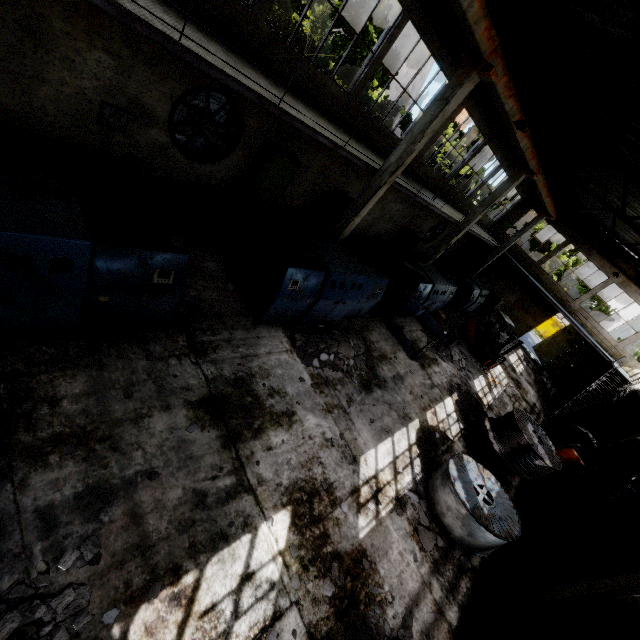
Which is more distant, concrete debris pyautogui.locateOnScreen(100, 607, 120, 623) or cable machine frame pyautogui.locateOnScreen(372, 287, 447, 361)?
cable machine frame pyautogui.locateOnScreen(372, 287, 447, 361)

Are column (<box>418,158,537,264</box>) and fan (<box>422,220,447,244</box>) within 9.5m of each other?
yes

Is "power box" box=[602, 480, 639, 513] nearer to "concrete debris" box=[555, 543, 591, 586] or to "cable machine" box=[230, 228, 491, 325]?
"concrete debris" box=[555, 543, 591, 586]

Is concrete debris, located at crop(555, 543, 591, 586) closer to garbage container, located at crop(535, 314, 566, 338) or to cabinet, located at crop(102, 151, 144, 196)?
cabinet, located at crop(102, 151, 144, 196)

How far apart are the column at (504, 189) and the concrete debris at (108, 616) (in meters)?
18.62

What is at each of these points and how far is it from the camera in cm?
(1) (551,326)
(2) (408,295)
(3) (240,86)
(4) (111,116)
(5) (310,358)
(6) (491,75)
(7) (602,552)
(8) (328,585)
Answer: (1) garbage container, 3756
(2) cable machine frame, 1195
(3) elevated walkway, 664
(4) power box, 791
(5) concrete debris, 884
(6) column, 859
(7) wire spool, 1063
(8) concrete debris, 535

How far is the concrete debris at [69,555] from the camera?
3.7m

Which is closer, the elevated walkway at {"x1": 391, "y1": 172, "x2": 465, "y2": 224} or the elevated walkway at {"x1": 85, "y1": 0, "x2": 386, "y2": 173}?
the elevated walkway at {"x1": 85, "y1": 0, "x2": 386, "y2": 173}
